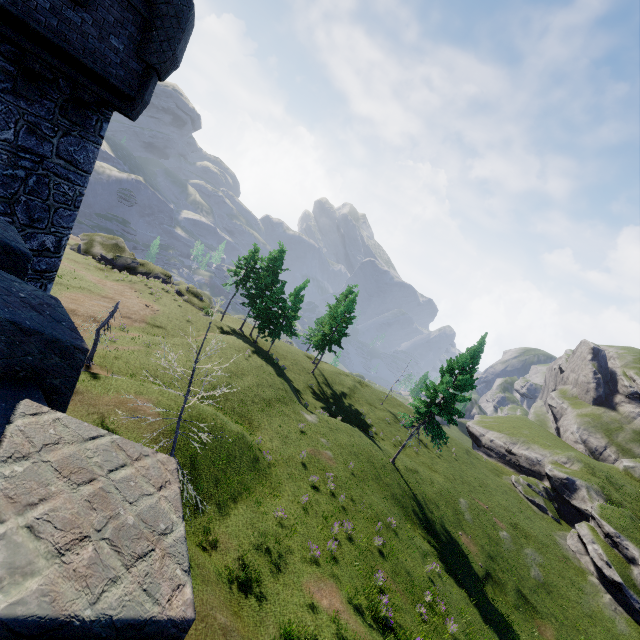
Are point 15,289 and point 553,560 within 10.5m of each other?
no
